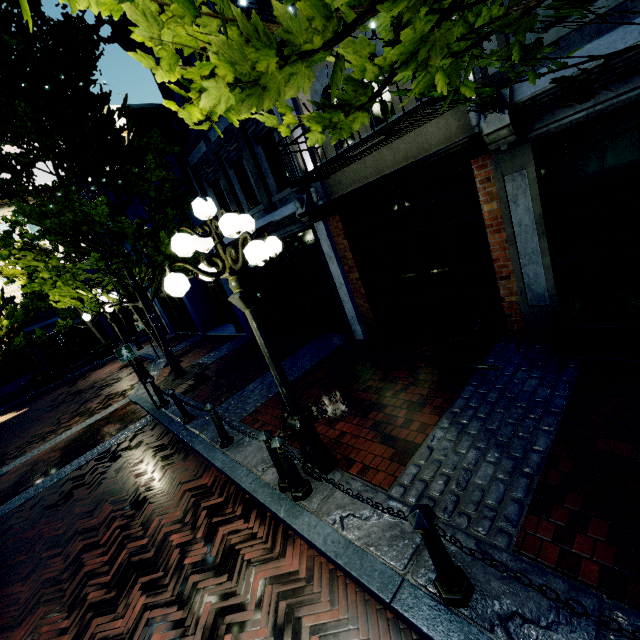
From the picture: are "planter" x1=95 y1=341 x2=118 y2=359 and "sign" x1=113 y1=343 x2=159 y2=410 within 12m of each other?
no

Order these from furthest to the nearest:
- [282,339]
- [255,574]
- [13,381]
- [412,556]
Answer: [13,381] → [282,339] → [255,574] → [412,556]

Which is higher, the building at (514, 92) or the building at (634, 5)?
the building at (634, 5)

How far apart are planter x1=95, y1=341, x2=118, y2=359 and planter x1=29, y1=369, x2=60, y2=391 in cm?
229

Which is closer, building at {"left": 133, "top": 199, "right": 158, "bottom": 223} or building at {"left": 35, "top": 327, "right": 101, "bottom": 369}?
building at {"left": 133, "top": 199, "right": 158, "bottom": 223}

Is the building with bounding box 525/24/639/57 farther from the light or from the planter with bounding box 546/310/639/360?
the light

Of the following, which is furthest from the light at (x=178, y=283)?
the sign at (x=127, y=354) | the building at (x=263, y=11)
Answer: the sign at (x=127, y=354)

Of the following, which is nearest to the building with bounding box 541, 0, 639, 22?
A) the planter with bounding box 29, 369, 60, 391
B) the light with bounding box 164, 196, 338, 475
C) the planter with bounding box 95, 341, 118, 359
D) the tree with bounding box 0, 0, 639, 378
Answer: the tree with bounding box 0, 0, 639, 378
